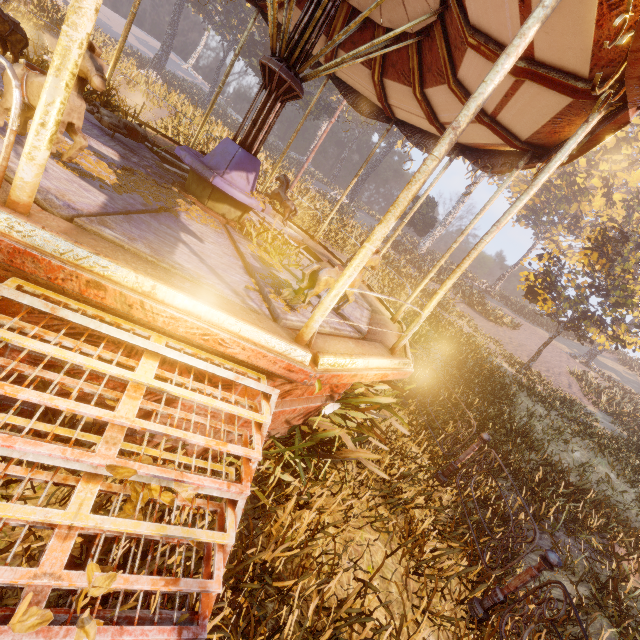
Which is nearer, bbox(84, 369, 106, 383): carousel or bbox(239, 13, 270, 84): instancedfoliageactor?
bbox(84, 369, 106, 383): carousel

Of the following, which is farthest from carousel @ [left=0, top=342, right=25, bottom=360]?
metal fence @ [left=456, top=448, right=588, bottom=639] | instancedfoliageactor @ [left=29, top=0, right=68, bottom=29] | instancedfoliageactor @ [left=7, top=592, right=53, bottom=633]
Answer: metal fence @ [left=456, top=448, right=588, bottom=639]

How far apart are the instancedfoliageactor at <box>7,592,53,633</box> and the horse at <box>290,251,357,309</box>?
2.6m

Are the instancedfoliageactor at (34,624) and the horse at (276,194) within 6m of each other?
no

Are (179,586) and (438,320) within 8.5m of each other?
no

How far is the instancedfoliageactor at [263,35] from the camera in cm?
3378

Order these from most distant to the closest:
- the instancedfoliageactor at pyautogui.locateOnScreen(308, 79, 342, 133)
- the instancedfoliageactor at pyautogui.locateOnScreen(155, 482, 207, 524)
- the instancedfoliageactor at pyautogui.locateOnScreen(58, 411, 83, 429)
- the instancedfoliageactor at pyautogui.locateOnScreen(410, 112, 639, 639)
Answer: the instancedfoliageactor at pyautogui.locateOnScreen(308, 79, 342, 133)
the instancedfoliageactor at pyautogui.locateOnScreen(410, 112, 639, 639)
the instancedfoliageactor at pyautogui.locateOnScreen(58, 411, 83, 429)
the instancedfoliageactor at pyautogui.locateOnScreen(155, 482, 207, 524)
